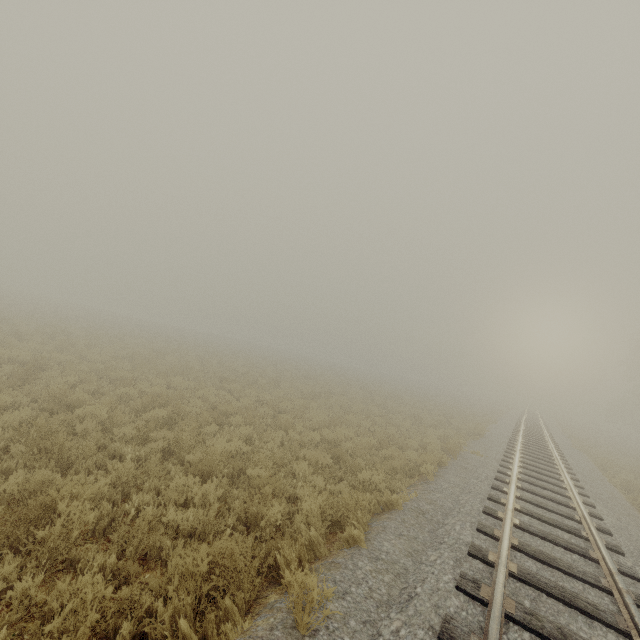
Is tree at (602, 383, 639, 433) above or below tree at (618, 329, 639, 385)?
below

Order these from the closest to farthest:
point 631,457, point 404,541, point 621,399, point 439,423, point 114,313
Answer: point 404,541, point 439,423, point 631,457, point 621,399, point 114,313

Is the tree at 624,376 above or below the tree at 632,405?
above
